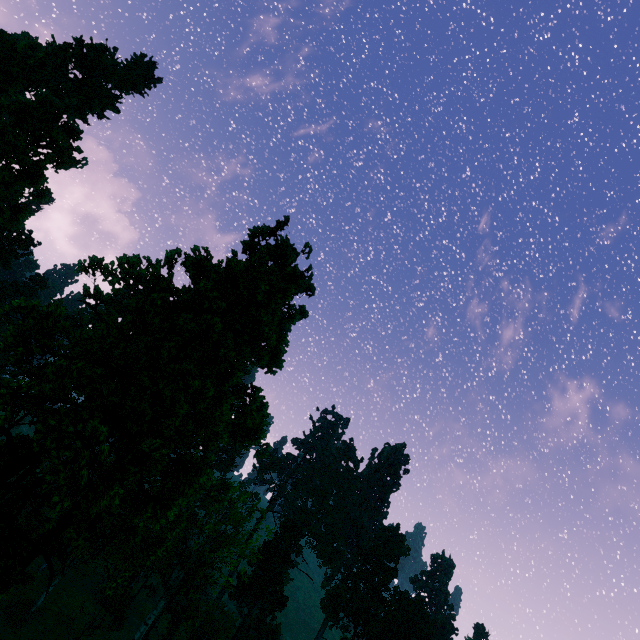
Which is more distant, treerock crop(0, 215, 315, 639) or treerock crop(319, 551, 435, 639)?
treerock crop(319, 551, 435, 639)

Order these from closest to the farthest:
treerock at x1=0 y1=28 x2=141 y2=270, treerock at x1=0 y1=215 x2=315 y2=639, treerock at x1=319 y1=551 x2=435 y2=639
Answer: treerock at x1=0 y1=215 x2=315 y2=639 < treerock at x1=0 y1=28 x2=141 y2=270 < treerock at x1=319 y1=551 x2=435 y2=639

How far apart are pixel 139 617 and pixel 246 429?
62.6 meters

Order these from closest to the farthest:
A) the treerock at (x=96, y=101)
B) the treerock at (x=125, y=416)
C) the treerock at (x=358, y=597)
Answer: the treerock at (x=125, y=416)
the treerock at (x=96, y=101)
the treerock at (x=358, y=597)

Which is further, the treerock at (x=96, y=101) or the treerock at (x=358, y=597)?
the treerock at (x=358, y=597)
